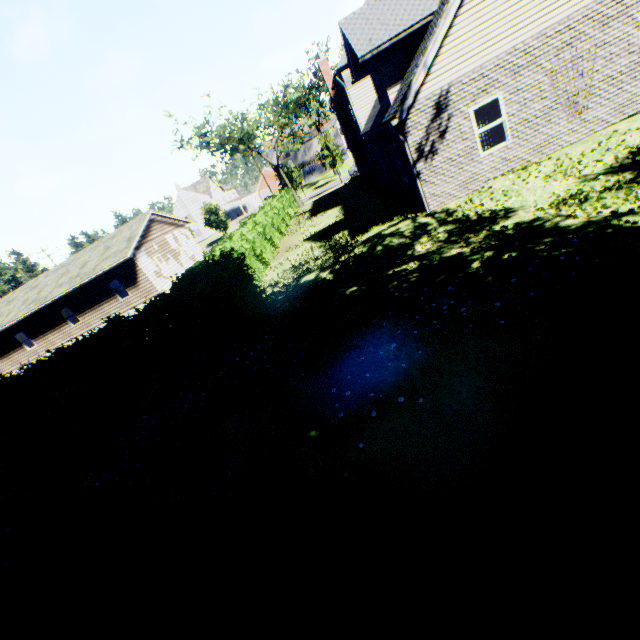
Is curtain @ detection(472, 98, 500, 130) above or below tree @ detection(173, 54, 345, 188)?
below

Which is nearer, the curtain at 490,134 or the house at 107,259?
the curtain at 490,134

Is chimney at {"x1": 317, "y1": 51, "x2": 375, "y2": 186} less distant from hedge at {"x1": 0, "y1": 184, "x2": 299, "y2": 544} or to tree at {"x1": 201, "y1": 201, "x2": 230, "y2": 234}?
tree at {"x1": 201, "y1": 201, "x2": 230, "y2": 234}

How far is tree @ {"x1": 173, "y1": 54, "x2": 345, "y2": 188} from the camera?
32.8 meters

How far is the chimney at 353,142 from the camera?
21.73m

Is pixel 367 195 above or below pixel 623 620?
above

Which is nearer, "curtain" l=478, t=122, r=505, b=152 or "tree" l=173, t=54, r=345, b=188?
"curtain" l=478, t=122, r=505, b=152

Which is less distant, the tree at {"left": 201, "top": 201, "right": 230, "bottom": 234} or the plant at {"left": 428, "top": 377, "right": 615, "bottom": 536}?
the plant at {"left": 428, "top": 377, "right": 615, "bottom": 536}
